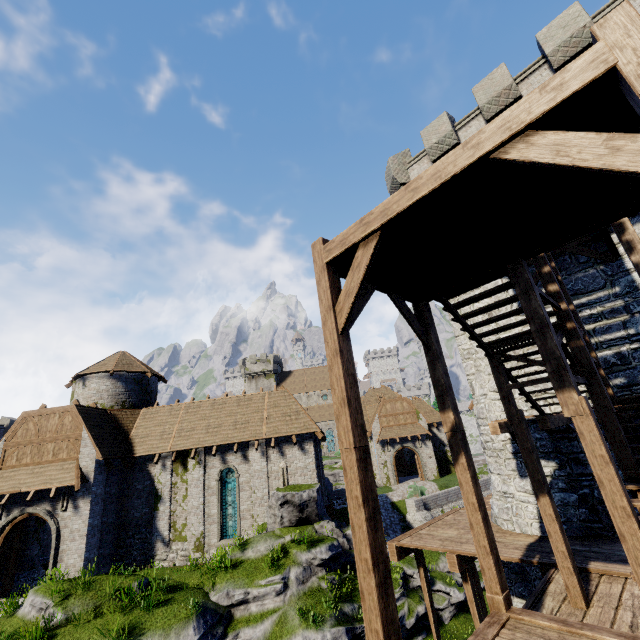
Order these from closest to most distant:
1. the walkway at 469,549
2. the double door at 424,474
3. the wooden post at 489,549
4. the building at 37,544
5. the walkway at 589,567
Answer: the wooden post at 489,549
the walkway at 589,567
the walkway at 469,549
the building at 37,544
the double door at 424,474

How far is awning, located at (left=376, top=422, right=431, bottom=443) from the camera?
36.12m

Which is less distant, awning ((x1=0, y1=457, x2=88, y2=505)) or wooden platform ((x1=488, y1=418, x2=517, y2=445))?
wooden platform ((x1=488, y1=418, x2=517, y2=445))

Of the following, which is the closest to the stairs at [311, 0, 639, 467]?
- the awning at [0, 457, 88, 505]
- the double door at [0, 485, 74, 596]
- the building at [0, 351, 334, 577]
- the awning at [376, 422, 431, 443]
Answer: the building at [0, 351, 334, 577]

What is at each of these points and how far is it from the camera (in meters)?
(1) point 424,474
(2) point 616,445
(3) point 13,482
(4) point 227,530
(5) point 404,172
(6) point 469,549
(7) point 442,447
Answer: (1) double door, 35.19
(2) wooden post, 6.14
(3) awning, 16.94
(4) window glass, 19.00
(5) building, 16.36
(6) walkway, 9.57
(7) building, 39.03

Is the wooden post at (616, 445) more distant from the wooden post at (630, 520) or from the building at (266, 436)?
the building at (266, 436)

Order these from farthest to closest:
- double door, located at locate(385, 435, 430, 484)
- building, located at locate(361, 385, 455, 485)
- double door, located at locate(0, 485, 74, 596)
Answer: building, located at locate(361, 385, 455, 485)
double door, located at locate(385, 435, 430, 484)
double door, located at locate(0, 485, 74, 596)

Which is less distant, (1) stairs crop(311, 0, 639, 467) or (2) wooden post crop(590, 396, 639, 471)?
(1) stairs crop(311, 0, 639, 467)
